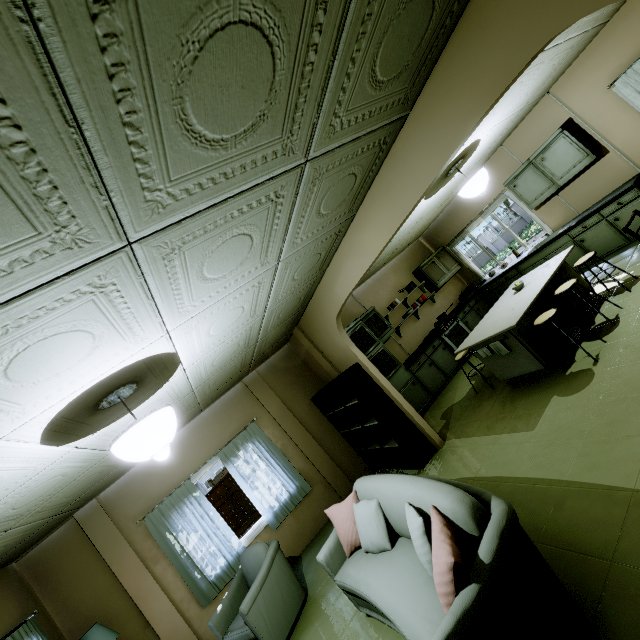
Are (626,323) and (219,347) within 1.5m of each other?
no

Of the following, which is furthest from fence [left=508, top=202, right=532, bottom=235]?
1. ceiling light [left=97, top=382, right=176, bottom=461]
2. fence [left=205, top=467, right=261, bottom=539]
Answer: ceiling light [left=97, top=382, right=176, bottom=461]

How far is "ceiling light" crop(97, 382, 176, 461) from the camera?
2.1m

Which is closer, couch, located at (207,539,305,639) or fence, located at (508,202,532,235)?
couch, located at (207,539,305,639)

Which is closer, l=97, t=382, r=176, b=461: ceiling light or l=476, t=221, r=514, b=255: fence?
l=97, t=382, r=176, b=461: ceiling light

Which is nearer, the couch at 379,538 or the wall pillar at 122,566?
the couch at 379,538

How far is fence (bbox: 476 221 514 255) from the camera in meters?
29.5

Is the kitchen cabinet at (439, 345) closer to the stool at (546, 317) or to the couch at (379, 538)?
the stool at (546, 317)
